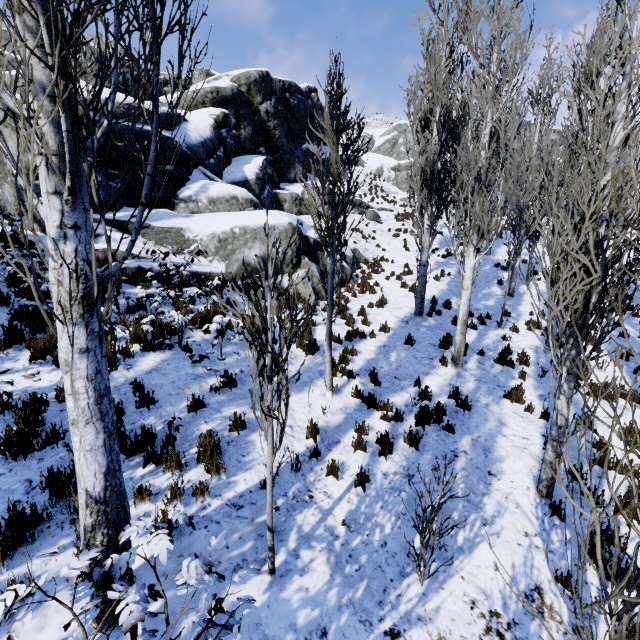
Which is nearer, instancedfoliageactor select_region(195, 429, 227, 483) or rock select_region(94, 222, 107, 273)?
instancedfoliageactor select_region(195, 429, 227, 483)

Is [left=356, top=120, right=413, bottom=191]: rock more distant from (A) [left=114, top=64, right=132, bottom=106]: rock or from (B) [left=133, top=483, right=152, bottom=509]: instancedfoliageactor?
(A) [left=114, top=64, right=132, bottom=106]: rock

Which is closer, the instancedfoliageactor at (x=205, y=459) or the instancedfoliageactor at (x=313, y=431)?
the instancedfoliageactor at (x=205, y=459)

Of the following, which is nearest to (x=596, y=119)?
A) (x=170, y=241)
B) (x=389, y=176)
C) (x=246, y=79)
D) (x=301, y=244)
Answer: (x=301, y=244)

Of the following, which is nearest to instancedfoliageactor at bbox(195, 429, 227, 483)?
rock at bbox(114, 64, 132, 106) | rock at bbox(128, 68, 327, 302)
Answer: rock at bbox(128, 68, 327, 302)

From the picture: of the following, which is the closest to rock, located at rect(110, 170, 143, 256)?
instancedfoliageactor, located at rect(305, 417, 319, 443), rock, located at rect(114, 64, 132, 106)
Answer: instancedfoliageactor, located at rect(305, 417, 319, 443)

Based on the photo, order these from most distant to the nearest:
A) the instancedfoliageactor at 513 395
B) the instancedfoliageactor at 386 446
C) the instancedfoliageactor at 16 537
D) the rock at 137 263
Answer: the rock at 137 263 < the instancedfoliageactor at 513 395 < the instancedfoliageactor at 386 446 < the instancedfoliageactor at 16 537

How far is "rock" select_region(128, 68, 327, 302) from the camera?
11.50m
